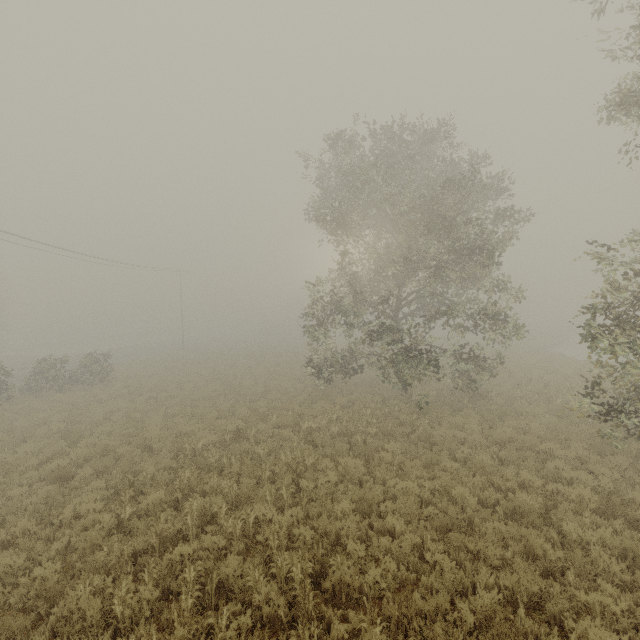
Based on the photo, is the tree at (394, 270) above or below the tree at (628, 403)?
above

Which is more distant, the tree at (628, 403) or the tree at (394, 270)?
the tree at (394, 270)

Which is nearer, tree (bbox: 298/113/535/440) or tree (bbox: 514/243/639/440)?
tree (bbox: 514/243/639/440)

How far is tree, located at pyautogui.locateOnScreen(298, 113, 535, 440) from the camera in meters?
13.1

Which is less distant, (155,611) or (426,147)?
(155,611)

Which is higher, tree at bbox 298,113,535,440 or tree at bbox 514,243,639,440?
tree at bbox 298,113,535,440
